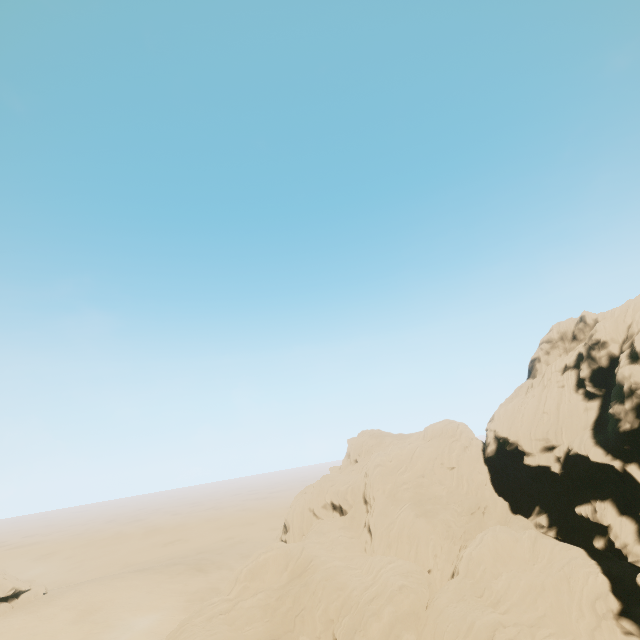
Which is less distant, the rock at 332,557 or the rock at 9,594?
the rock at 332,557

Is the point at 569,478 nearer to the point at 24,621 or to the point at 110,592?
the point at 110,592

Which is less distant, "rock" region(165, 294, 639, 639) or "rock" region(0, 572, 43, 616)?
"rock" region(165, 294, 639, 639)
